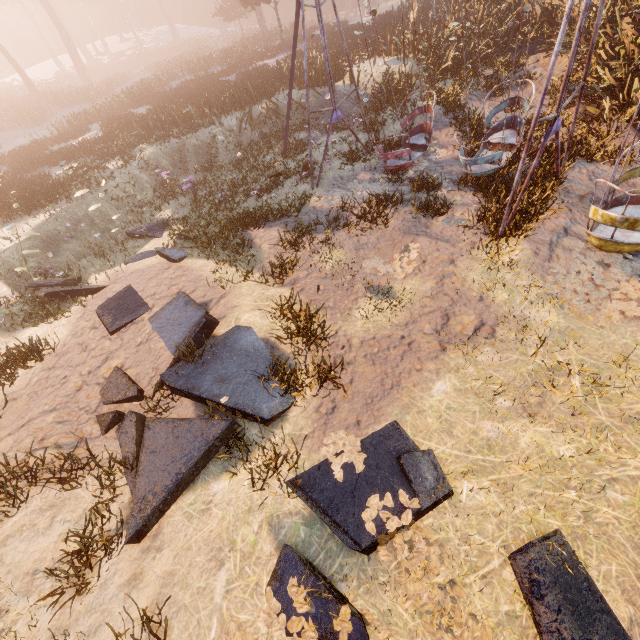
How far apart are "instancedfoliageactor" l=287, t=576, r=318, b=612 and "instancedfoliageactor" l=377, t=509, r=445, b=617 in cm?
32

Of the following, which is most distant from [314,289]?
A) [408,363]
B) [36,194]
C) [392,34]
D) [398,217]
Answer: [392,34]

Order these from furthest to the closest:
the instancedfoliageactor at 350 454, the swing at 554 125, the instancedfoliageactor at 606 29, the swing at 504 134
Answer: the instancedfoliageactor at 606 29 → the swing at 504 134 → the swing at 554 125 → the instancedfoliageactor at 350 454

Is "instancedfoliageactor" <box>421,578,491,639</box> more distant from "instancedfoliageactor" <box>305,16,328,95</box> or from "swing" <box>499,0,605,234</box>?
"instancedfoliageactor" <box>305,16,328,95</box>

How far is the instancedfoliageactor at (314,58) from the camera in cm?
1513

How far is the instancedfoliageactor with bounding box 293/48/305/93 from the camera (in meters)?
16.21

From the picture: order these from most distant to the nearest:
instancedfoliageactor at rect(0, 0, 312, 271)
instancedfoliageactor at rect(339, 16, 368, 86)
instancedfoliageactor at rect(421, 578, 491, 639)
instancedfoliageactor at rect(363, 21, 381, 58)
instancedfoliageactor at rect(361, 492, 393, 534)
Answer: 1. instancedfoliageactor at rect(363, 21, 381, 58)
2. instancedfoliageactor at rect(339, 16, 368, 86)
3. instancedfoliageactor at rect(0, 0, 312, 271)
4. instancedfoliageactor at rect(361, 492, 393, 534)
5. instancedfoliageactor at rect(421, 578, 491, 639)
